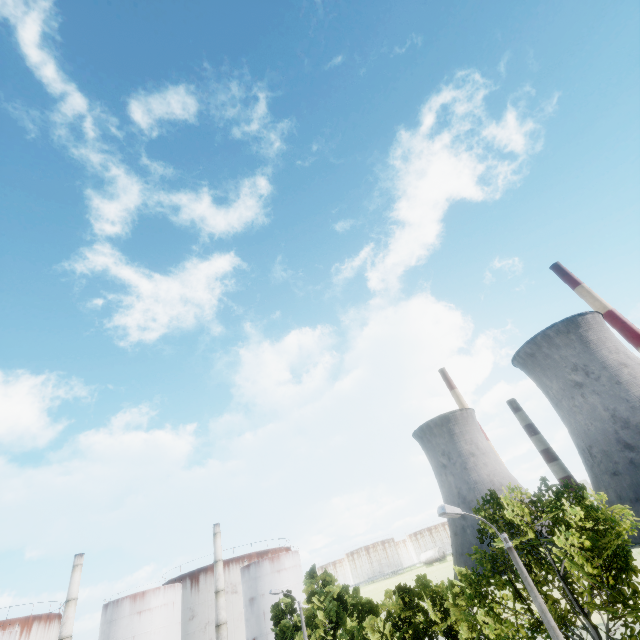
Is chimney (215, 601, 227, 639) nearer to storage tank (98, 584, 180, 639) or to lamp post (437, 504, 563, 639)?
storage tank (98, 584, 180, 639)

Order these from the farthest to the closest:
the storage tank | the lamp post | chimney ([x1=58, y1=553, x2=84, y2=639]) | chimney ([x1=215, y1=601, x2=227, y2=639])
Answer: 1. chimney ([x1=215, y1=601, x2=227, y2=639])
2. the storage tank
3. chimney ([x1=58, y1=553, x2=84, y2=639])
4. the lamp post

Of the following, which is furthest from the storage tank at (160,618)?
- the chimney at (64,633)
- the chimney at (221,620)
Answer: the chimney at (221,620)

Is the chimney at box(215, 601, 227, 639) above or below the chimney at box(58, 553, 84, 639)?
below

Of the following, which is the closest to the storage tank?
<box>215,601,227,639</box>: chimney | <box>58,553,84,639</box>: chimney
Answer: <box>58,553,84,639</box>: chimney

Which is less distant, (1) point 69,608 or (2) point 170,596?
(1) point 69,608

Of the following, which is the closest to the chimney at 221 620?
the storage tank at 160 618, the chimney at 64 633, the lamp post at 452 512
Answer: the storage tank at 160 618

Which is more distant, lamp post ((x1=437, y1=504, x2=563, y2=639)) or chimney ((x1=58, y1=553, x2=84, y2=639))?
chimney ((x1=58, y1=553, x2=84, y2=639))
